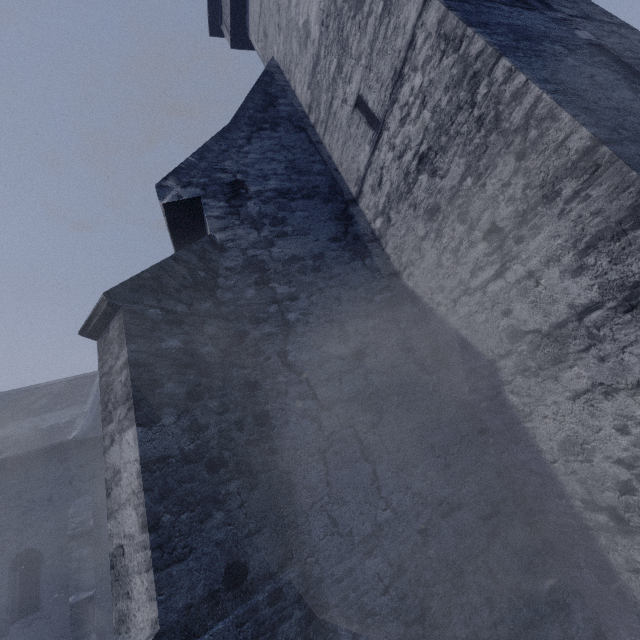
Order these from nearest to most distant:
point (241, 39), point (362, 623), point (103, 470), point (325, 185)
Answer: point (362, 623)
point (325, 185)
point (241, 39)
point (103, 470)
